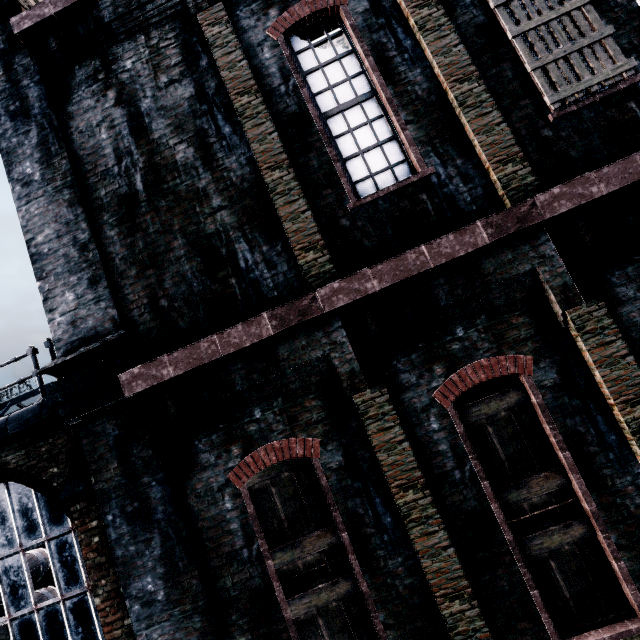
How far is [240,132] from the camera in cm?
599
